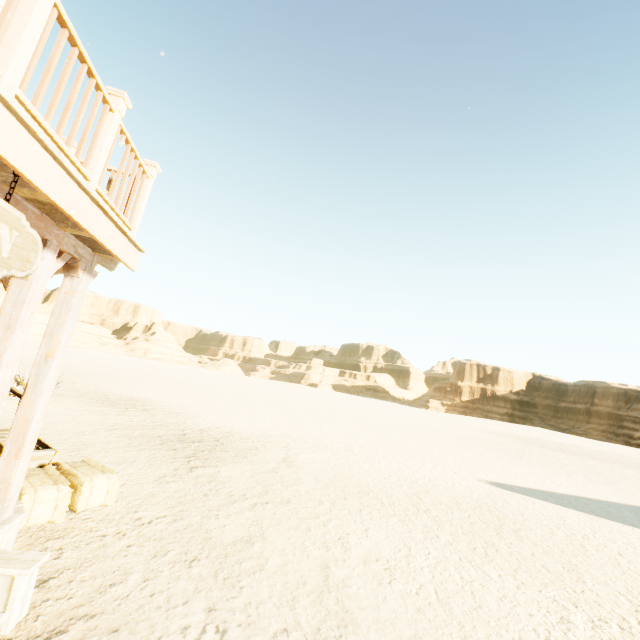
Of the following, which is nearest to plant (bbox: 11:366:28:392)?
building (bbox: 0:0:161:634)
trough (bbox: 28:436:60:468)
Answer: building (bbox: 0:0:161:634)

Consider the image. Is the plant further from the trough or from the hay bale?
the hay bale

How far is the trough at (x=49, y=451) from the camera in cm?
482

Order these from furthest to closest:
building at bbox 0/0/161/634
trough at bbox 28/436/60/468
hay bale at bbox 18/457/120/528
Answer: trough at bbox 28/436/60/468 < hay bale at bbox 18/457/120/528 < building at bbox 0/0/161/634

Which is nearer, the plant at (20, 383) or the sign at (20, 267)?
the sign at (20, 267)

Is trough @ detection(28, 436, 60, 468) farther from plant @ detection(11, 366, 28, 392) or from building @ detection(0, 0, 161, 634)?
plant @ detection(11, 366, 28, 392)

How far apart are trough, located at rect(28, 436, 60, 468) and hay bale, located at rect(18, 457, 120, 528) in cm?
22

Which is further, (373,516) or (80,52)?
(373,516)
